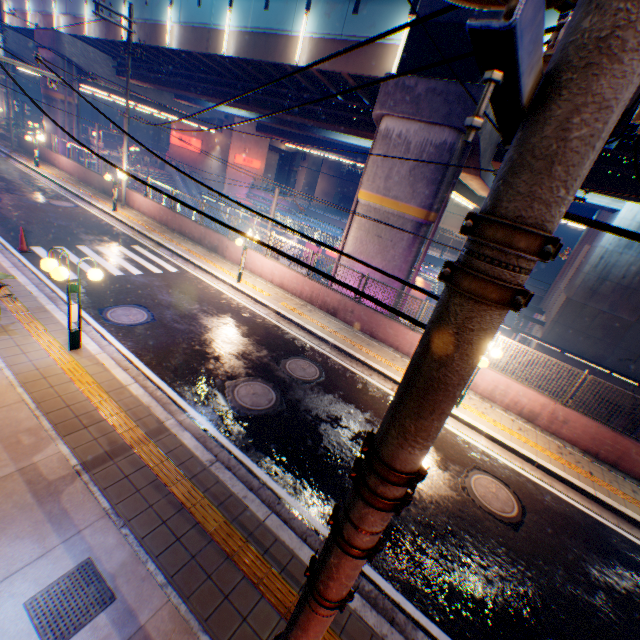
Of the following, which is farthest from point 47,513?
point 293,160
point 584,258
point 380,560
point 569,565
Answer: point 293,160

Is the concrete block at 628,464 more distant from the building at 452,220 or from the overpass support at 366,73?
the building at 452,220

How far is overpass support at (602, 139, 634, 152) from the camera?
11.7m

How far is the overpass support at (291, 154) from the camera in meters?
35.5 m

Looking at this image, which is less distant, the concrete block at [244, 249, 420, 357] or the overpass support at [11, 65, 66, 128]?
the concrete block at [244, 249, 420, 357]

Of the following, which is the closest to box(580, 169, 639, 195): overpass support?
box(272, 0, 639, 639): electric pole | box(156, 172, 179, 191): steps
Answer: box(156, 172, 179, 191): steps

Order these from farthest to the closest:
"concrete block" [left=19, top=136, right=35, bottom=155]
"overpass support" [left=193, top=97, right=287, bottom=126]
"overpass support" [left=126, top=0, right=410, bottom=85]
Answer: "concrete block" [left=19, top=136, right=35, bottom=155]
"overpass support" [left=193, top=97, right=287, bottom=126]
"overpass support" [left=126, top=0, right=410, bottom=85]
